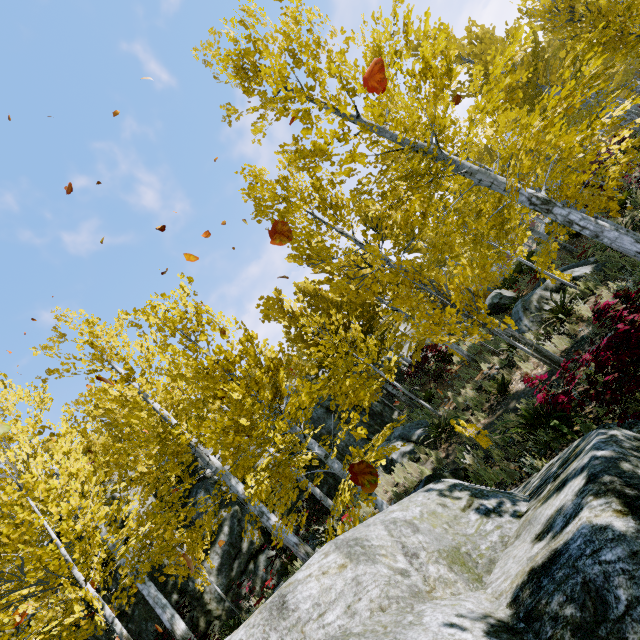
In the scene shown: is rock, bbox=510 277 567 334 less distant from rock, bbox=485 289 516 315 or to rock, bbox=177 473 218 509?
rock, bbox=485 289 516 315

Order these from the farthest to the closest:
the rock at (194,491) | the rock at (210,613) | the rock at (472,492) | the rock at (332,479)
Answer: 1. the rock at (332,479)
2. the rock at (194,491)
3. the rock at (210,613)
4. the rock at (472,492)

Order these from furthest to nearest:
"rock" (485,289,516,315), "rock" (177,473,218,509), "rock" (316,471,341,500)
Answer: "rock" (485,289,516,315)
"rock" (316,471,341,500)
"rock" (177,473,218,509)

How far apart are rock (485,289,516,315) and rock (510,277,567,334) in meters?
1.2 m

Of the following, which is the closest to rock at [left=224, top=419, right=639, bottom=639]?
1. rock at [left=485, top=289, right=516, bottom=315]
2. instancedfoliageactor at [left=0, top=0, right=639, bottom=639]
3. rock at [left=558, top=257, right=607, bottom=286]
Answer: instancedfoliageactor at [left=0, top=0, right=639, bottom=639]

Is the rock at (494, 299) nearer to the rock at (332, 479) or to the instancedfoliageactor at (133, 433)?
the instancedfoliageactor at (133, 433)

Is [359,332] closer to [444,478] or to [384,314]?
[384,314]
